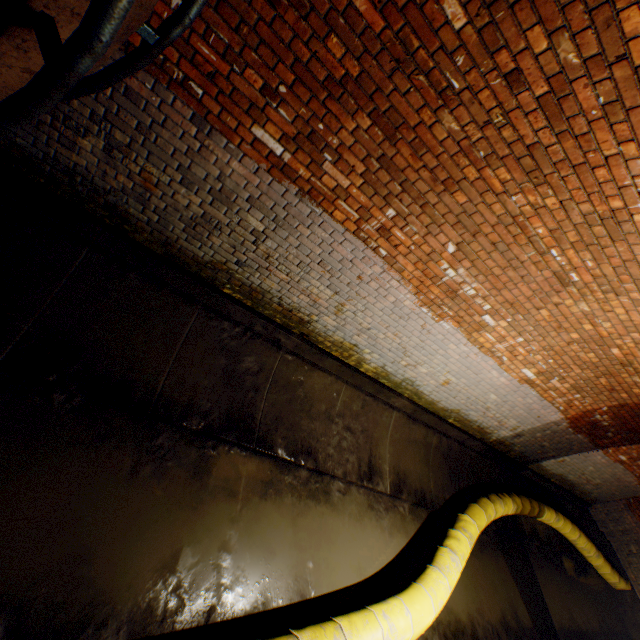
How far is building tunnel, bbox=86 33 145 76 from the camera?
2.3m

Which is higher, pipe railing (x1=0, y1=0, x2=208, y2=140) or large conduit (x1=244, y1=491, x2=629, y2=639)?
pipe railing (x1=0, y1=0, x2=208, y2=140)

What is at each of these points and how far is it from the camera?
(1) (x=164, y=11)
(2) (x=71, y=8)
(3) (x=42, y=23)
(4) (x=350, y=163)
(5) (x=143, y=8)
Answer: (1) building tunnel, 2.1m
(2) pipe, 1.3m
(3) pipe railing, 1.2m
(4) building tunnel, 2.8m
(5) pipe, 1.4m

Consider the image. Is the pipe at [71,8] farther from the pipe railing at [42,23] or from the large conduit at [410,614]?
the large conduit at [410,614]

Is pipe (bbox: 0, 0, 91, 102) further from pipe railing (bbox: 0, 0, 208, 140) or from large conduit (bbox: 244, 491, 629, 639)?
large conduit (bbox: 244, 491, 629, 639)

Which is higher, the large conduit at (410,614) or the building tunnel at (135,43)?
the building tunnel at (135,43)

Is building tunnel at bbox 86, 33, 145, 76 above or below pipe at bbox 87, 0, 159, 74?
below

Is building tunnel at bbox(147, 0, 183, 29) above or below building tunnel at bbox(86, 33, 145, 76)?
above
